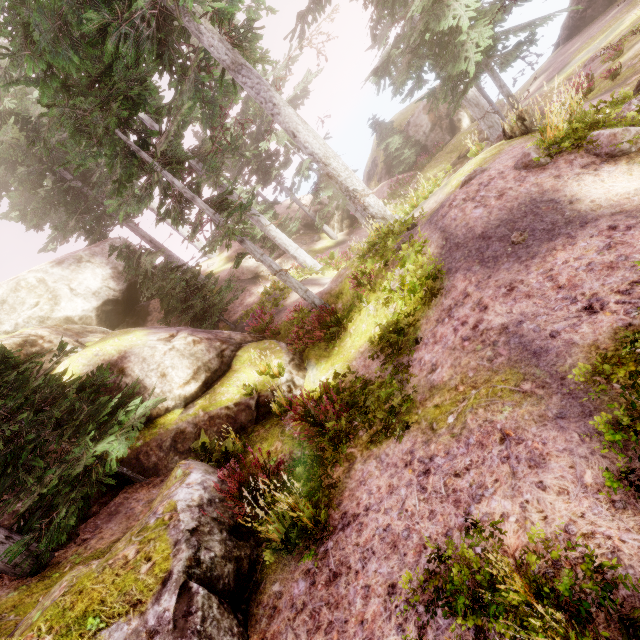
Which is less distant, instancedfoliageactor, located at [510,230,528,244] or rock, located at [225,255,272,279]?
instancedfoliageactor, located at [510,230,528,244]

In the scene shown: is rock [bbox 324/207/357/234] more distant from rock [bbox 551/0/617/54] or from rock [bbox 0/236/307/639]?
rock [bbox 551/0/617/54]

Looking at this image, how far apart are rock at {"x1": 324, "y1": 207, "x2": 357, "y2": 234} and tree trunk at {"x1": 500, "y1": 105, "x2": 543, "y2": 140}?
13.7 meters

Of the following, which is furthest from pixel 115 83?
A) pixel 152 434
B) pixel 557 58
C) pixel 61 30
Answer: pixel 557 58

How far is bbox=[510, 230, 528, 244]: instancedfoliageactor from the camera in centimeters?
558cm

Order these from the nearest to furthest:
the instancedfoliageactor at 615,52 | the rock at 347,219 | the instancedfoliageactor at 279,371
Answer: the instancedfoliageactor at 615,52, the instancedfoliageactor at 279,371, the rock at 347,219

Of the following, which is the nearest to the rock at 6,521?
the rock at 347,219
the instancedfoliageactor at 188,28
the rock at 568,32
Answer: the instancedfoliageactor at 188,28

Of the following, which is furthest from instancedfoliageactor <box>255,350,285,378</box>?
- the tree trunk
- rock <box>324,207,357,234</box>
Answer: the tree trunk
